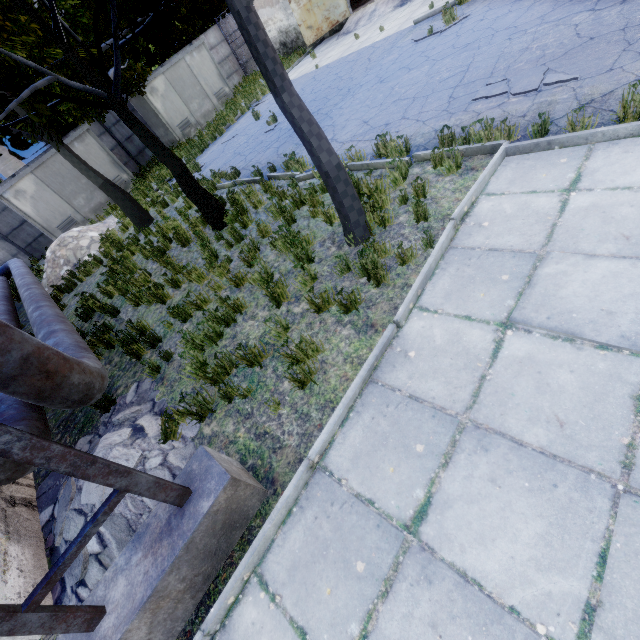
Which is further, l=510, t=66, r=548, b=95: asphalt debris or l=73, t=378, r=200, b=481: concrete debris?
l=510, t=66, r=548, b=95: asphalt debris

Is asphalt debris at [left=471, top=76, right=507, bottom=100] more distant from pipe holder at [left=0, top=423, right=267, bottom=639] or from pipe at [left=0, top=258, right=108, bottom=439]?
pipe at [left=0, top=258, right=108, bottom=439]

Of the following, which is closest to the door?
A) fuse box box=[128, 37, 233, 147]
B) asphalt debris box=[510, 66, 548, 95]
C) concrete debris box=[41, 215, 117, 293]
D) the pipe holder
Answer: fuse box box=[128, 37, 233, 147]

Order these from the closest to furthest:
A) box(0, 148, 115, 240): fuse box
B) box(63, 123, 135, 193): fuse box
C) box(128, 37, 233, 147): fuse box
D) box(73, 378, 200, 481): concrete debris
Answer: box(73, 378, 200, 481): concrete debris, box(0, 148, 115, 240): fuse box, box(63, 123, 135, 193): fuse box, box(128, 37, 233, 147): fuse box

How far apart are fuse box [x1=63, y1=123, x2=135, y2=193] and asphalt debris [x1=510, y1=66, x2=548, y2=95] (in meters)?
18.70

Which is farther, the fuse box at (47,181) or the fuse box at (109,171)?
the fuse box at (109,171)

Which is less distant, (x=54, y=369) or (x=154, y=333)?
(x=54, y=369)

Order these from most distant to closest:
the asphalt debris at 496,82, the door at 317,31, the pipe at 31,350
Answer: the door at 317,31 < the asphalt debris at 496,82 < the pipe at 31,350
